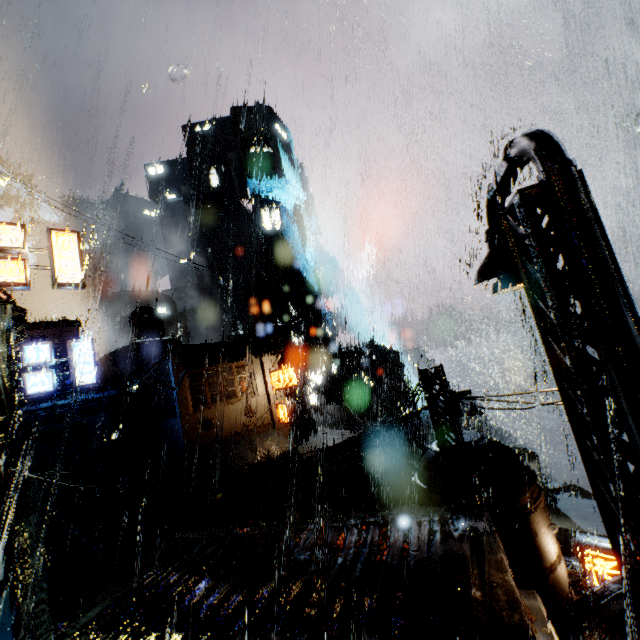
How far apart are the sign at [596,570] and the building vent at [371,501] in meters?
25.3 m

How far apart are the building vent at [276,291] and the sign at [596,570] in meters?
41.5 m

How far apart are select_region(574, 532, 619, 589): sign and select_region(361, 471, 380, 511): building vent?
25.3 meters

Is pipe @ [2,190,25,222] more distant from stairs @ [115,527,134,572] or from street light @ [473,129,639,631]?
street light @ [473,129,639,631]

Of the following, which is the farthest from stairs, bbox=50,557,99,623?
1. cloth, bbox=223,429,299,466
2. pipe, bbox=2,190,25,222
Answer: pipe, bbox=2,190,25,222

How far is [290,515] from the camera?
25.58m

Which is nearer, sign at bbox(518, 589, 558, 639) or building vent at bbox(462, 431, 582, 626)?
sign at bbox(518, 589, 558, 639)

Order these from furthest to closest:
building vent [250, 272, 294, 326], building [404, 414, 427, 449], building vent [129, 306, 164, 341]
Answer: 1. building [404, 414, 427, 449]
2. building vent [250, 272, 294, 326]
3. building vent [129, 306, 164, 341]
